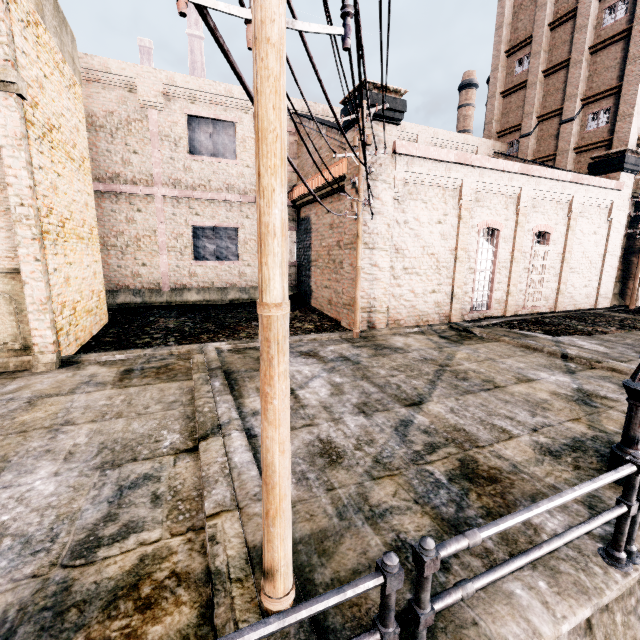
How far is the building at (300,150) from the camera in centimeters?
1631cm

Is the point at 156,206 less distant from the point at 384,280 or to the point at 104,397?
the point at 384,280

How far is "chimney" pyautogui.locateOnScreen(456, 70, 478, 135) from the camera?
45.50m

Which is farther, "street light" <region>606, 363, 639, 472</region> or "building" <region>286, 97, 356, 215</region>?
"building" <region>286, 97, 356, 215</region>

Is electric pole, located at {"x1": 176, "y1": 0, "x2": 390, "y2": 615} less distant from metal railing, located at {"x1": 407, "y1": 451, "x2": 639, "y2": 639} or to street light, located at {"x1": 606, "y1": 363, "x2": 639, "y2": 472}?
metal railing, located at {"x1": 407, "y1": 451, "x2": 639, "y2": 639}

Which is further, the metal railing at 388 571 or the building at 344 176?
the building at 344 176

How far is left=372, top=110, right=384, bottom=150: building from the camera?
13.3 meters

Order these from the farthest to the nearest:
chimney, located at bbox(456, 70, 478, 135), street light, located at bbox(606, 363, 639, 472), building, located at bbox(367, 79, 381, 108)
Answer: chimney, located at bbox(456, 70, 478, 135) < building, located at bbox(367, 79, 381, 108) < street light, located at bbox(606, 363, 639, 472)
